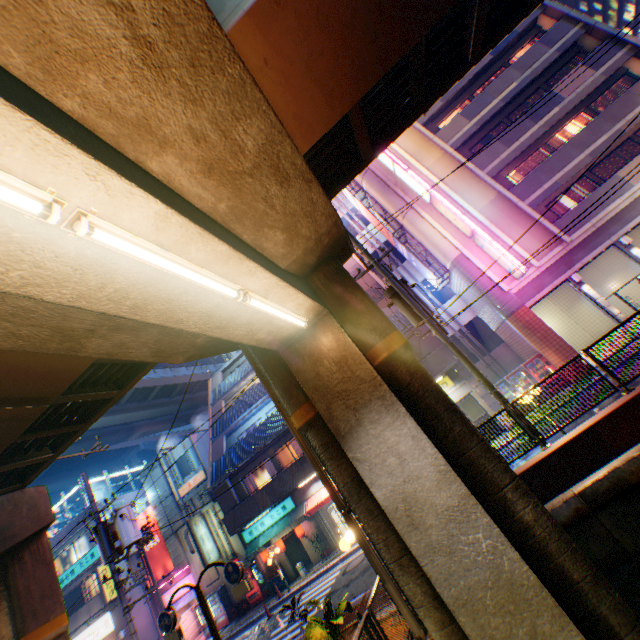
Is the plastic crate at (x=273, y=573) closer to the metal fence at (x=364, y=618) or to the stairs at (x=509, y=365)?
the metal fence at (x=364, y=618)

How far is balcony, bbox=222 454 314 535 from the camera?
19.5m

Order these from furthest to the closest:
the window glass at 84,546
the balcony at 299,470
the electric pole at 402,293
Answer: the window glass at 84,546
the balcony at 299,470
the electric pole at 402,293

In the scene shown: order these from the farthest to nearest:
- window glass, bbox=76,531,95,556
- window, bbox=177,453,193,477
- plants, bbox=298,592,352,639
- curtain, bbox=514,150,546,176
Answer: window glass, bbox=76,531,95,556, window, bbox=177,453,193,477, curtain, bbox=514,150,546,176, plants, bbox=298,592,352,639

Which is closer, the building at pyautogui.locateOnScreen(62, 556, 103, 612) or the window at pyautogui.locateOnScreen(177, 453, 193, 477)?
the building at pyautogui.locateOnScreen(62, 556, 103, 612)

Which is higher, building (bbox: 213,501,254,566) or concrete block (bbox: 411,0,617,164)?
concrete block (bbox: 411,0,617,164)

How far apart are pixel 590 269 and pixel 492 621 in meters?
26.0 m

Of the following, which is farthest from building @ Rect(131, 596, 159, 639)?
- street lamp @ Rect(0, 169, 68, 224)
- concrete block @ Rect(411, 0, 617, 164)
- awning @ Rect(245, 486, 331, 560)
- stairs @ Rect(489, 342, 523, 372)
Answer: concrete block @ Rect(411, 0, 617, 164)
